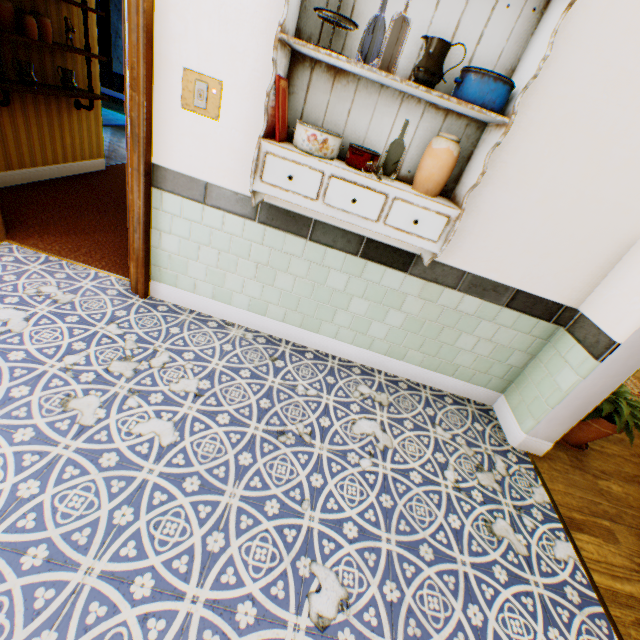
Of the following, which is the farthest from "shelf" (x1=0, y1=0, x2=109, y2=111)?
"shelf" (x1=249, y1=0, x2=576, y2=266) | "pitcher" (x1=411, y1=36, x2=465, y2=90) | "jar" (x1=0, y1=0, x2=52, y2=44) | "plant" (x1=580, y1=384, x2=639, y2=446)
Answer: "plant" (x1=580, y1=384, x2=639, y2=446)

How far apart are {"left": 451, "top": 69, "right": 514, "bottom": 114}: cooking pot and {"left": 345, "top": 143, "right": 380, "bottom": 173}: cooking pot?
0.47m

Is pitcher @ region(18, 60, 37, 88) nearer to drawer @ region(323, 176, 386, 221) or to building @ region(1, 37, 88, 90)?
building @ region(1, 37, 88, 90)

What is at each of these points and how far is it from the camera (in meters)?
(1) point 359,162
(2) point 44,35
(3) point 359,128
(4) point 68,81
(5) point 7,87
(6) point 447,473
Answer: (1) cooking pot, 1.88
(2) jar, 3.26
(3) shelf, 1.97
(4) pitcher, 3.76
(5) shelf, 3.08
(6) building, 2.23

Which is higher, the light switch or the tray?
the tray

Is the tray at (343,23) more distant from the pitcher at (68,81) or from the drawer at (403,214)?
the pitcher at (68,81)

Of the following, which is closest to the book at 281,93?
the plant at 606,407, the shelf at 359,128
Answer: the shelf at 359,128

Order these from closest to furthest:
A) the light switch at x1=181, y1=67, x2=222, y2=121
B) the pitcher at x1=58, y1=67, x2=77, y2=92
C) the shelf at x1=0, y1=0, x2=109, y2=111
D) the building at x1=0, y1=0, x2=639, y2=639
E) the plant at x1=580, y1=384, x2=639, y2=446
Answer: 1. the building at x1=0, y1=0, x2=639, y2=639
2. the light switch at x1=181, y1=67, x2=222, y2=121
3. the plant at x1=580, y1=384, x2=639, y2=446
4. the shelf at x1=0, y1=0, x2=109, y2=111
5. the pitcher at x1=58, y1=67, x2=77, y2=92
